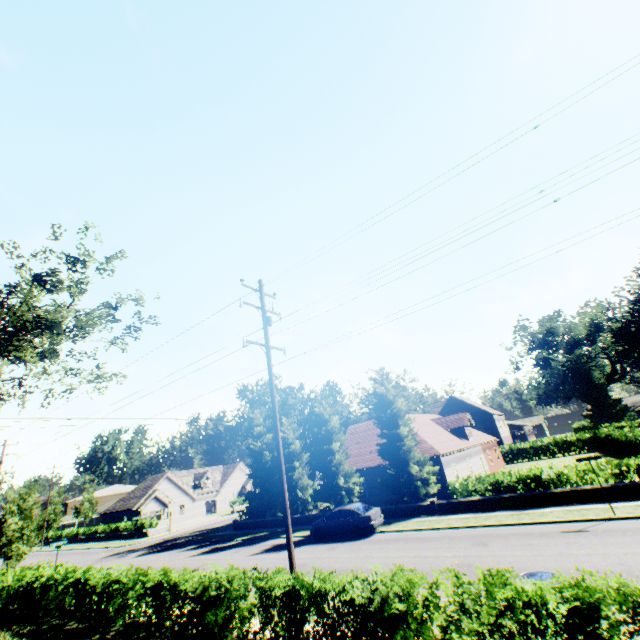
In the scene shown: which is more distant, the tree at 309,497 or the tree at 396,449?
the tree at 309,497

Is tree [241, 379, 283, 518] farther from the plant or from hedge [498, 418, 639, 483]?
the plant

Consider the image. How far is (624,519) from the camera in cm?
1360

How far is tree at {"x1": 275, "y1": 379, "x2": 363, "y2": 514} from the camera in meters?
26.6 m

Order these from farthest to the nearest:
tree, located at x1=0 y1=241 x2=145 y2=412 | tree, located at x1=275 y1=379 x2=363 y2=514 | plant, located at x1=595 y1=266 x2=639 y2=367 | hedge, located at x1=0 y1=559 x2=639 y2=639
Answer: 1. plant, located at x1=595 y1=266 x2=639 y2=367
2. tree, located at x1=275 y1=379 x2=363 y2=514
3. tree, located at x1=0 y1=241 x2=145 y2=412
4. hedge, located at x1=0 y1=559 x2=639 y2=639

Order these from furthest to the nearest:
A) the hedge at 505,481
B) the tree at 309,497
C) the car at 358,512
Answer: the tree at 309,497, the car at 358,512, the hedge at 505,481

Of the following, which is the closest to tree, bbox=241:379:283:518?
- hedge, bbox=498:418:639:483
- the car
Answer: hedge, bbox=498:418:639:483
